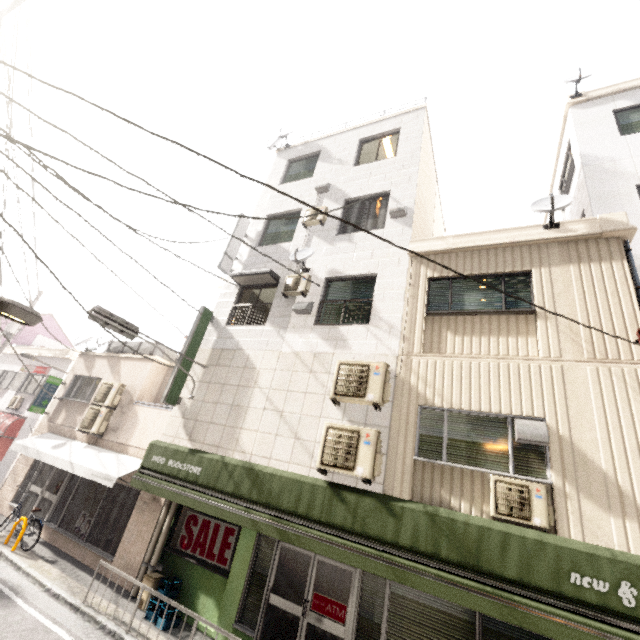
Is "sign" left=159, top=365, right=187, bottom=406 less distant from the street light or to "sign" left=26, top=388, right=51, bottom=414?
the street light

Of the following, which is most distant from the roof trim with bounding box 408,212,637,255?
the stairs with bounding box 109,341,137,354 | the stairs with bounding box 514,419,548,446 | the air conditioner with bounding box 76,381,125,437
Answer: the air conditioner with bounding box 76,381,125,437

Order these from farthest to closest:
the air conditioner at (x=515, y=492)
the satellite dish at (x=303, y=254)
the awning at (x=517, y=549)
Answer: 1. the satellite dish at (x=303, y=254)
2. the air conditioner at (x=515, y=492)
3. the awning at (x=517, y=549)

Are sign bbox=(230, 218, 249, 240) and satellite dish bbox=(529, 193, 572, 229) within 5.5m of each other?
no

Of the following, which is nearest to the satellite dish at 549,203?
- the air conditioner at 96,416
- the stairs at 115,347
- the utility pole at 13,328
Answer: the stairs at 115,347

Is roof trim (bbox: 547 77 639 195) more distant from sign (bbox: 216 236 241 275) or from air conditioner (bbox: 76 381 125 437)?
air conditioner (bbox: 76 381 125 437)

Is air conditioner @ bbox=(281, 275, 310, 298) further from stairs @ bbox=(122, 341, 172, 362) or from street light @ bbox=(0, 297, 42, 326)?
stairs @ bbox=(122, 341, 172, 362)

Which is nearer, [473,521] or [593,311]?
[473,521]
